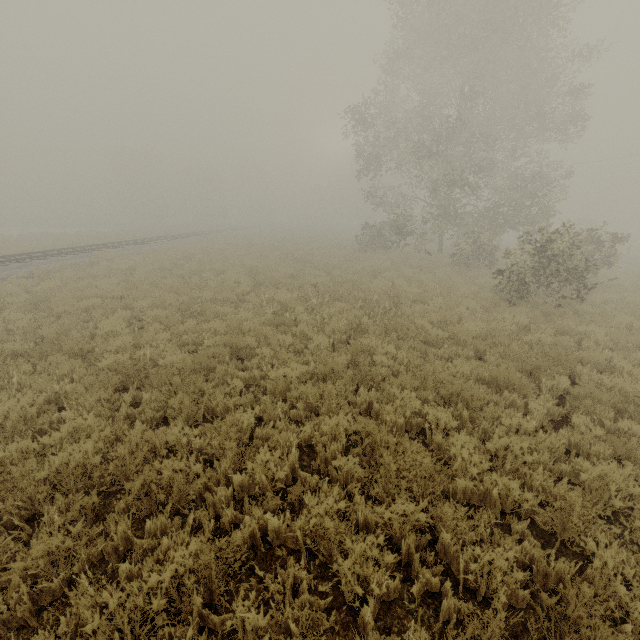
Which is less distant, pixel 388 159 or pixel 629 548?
pixel 629 548
